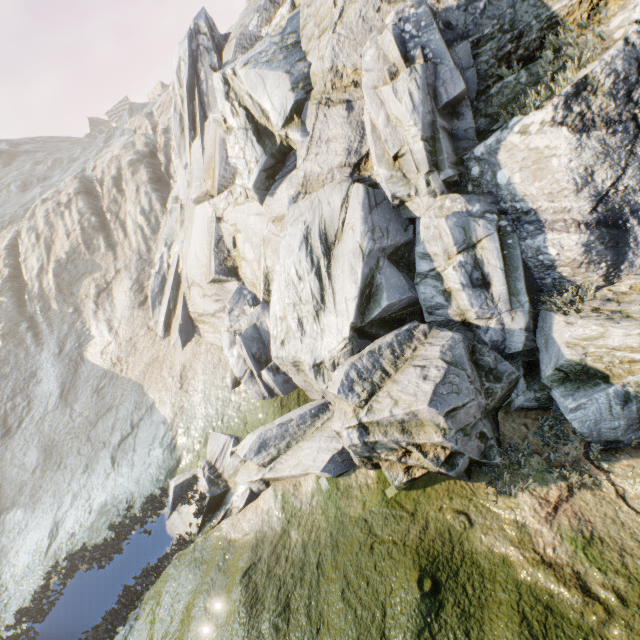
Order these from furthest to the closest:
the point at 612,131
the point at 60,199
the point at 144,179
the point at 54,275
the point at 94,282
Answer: the point at 60,199
the point at 144,179
the point at 54,275
the point at 94,282
the point at 612,131
